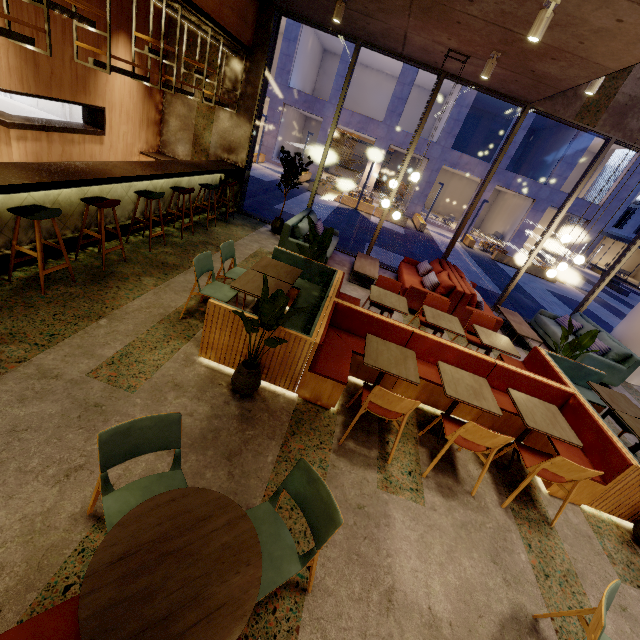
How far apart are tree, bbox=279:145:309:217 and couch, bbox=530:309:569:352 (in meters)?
7.40

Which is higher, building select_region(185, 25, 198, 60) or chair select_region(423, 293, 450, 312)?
building select_region(185, 25, 198, 60)

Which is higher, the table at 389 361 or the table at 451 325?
the table at 451 325

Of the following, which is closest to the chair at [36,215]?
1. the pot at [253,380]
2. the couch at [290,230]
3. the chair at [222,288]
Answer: the chair at [222,288]

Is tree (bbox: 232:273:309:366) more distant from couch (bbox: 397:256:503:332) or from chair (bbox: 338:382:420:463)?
couch (bbox: 397:256:503:332)

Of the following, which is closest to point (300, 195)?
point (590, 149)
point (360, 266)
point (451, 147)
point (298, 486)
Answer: point (360, 266)

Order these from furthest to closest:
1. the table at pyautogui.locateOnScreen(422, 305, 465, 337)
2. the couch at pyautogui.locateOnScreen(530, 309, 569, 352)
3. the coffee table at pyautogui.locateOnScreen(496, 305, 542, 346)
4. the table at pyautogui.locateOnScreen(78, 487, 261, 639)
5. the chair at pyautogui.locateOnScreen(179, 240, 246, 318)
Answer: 1. the couch at pyautogui.locateOnScreen(530, 309, 569, 352)
2. the coffee table at pyautogui.locateOnScreen(496, 305, 542, 346)
3. the table at pyautogui.locateOnScreen(422, 305, 465, 337)
4. the chair at pyautogui.locateOnScreen(179, 240, 246, 318)
5. the table at pyautogui.locateOnScreen(78, 487, 261, 639)

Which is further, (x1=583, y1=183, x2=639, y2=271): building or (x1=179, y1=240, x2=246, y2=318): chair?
(x1=583, y1=183, x2=639, y2=271): building
